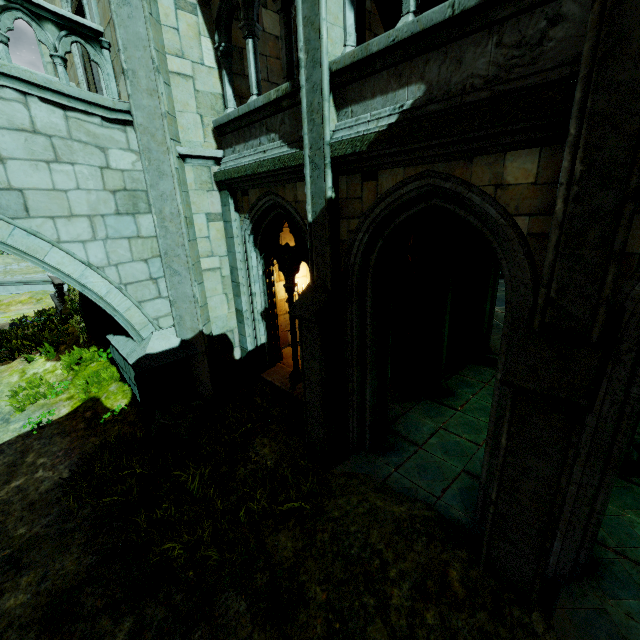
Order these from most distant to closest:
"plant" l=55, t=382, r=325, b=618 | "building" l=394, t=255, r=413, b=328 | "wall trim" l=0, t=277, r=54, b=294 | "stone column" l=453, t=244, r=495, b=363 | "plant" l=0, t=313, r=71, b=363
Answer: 1. "wall trim" l=0, t=277, r=54, b=294
2. "building" l=394, t=255, r=413, b=328
3. "plant" l=0, t=313, r=71, b=363
4. "stone column" l=453, t=244, r=495, b=363
5. "plant" l=55, t=382, r=325, b=618

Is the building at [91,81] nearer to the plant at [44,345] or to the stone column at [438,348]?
the stone column at [438,348]

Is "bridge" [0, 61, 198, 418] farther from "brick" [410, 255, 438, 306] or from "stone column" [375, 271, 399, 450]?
"brick" [410, 255, 438, 306]

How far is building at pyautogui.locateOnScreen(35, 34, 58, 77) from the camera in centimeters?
971cm

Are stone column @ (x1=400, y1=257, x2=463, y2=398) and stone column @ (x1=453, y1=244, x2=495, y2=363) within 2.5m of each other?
yes

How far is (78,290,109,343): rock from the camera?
8.7 meters

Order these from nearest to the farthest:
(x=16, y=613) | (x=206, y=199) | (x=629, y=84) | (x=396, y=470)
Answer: (x=629, y=84) < (x=16, y=613) < (x=396, y=470) < (x=206, y=199)

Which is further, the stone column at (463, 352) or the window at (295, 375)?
the stone column at (463, 352)
